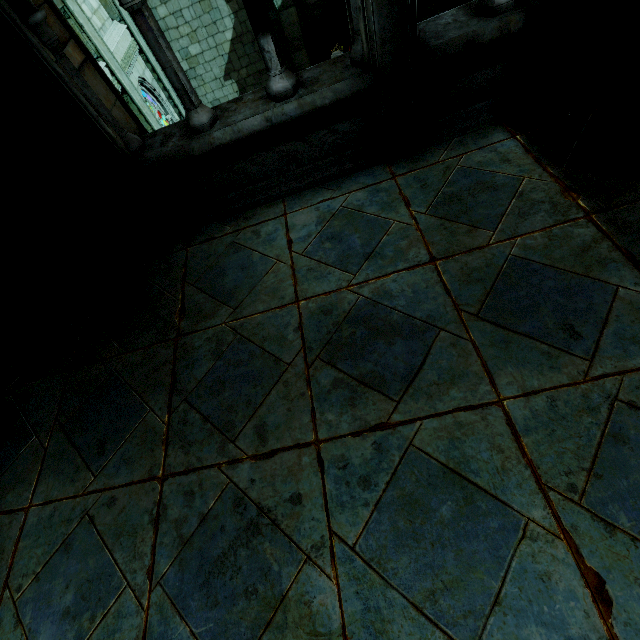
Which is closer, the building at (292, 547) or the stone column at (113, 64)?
the building at (292, 547)

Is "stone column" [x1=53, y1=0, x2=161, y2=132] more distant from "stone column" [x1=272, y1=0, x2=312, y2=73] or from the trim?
"stone column" [x1=272, y1=0, x2=312, y2=73]

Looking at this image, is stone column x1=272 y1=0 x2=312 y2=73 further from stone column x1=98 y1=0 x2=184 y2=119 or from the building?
the building

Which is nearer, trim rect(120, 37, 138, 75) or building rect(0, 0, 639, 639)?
building rect(0, 0, 639, 639)

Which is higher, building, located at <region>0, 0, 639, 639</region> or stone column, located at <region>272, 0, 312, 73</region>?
building, located at <region>0, 0, 639, 639</region>

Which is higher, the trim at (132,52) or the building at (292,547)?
the building at (292,547)

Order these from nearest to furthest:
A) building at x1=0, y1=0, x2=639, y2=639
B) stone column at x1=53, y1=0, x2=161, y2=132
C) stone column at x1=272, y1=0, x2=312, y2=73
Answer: building at x1=0, y1=0, x2=639, y2=639, stone column at x1=53, y1=0, x2=161, y2=132, stone column at x1=272, y1=0, x2=312, y2=73

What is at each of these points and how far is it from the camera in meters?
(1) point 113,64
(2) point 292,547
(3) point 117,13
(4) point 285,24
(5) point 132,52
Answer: (1) stone column, 8.9 m
(2) building, 2.2 m
(3) stone column, 10.2 m
(4) stone column, 10.9 m
(5) trim, 10.4 m
